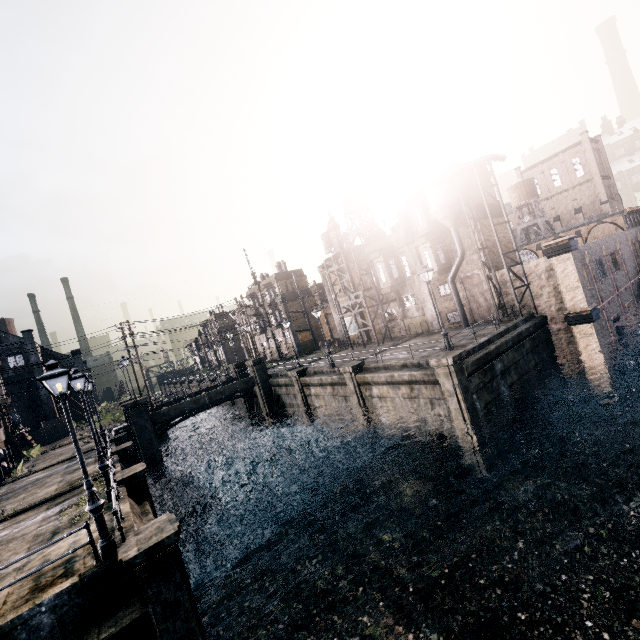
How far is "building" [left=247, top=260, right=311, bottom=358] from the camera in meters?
53.0

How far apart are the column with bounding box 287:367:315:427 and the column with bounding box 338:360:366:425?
6.9m

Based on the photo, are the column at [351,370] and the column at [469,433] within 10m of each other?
yes

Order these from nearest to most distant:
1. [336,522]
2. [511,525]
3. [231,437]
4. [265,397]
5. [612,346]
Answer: [511,525] < [336,522] < [612,346] < [231,437] < [265,397]

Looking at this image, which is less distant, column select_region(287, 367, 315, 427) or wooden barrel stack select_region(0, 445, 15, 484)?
wooden barrel stack select_region(0, 445, 15, 484)

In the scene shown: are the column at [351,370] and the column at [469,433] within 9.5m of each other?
yes

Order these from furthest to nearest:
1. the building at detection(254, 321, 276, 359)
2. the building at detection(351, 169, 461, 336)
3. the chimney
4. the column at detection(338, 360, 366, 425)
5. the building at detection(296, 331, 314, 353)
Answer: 1. the building at detection(254, 321, 276, 359)
2. the building at detection(296, 331, 314, 353)
3. the chimney
4. the building at detection(351, 169, 461, 336)
5. the column at detection(338, 360, 366, 425)

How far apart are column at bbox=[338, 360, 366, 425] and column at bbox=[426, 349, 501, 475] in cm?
691
